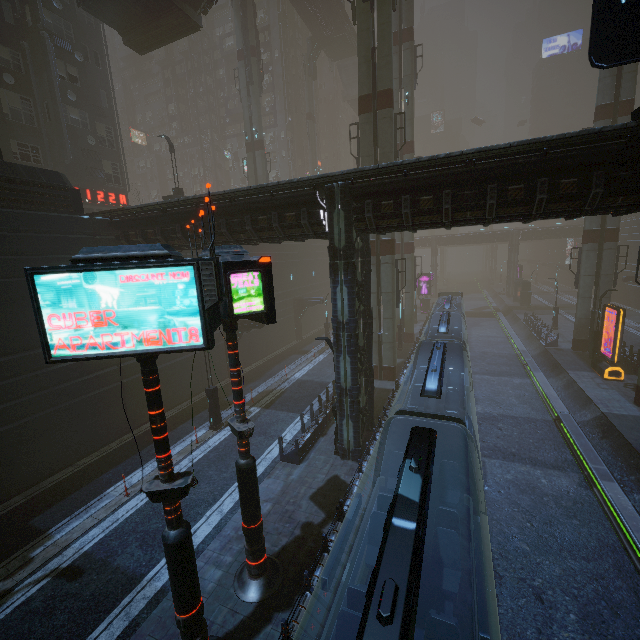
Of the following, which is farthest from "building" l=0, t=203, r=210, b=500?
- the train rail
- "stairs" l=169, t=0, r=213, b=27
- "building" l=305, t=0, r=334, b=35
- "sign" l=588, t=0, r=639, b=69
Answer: "building" l=305, t=0, r=334, b=35

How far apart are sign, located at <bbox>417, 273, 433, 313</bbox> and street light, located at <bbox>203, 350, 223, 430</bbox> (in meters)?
37.35

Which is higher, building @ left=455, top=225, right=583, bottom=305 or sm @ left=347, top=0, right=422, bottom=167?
sm @ left=347, top=0, right=422, bottom=167

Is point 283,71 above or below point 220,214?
above

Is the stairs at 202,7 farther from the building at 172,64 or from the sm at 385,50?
the building at 172,64

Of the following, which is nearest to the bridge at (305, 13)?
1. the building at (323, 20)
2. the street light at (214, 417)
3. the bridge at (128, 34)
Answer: the building at (323, 20)

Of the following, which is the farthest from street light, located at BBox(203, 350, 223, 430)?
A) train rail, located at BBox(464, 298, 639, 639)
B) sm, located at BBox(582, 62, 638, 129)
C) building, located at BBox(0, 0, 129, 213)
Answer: sm, located at BBox(582, 62, 638, 129)

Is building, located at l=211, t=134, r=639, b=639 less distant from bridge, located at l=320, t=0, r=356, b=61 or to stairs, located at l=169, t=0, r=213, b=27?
bridge, located at l=320, t=0, r=356, b=61
